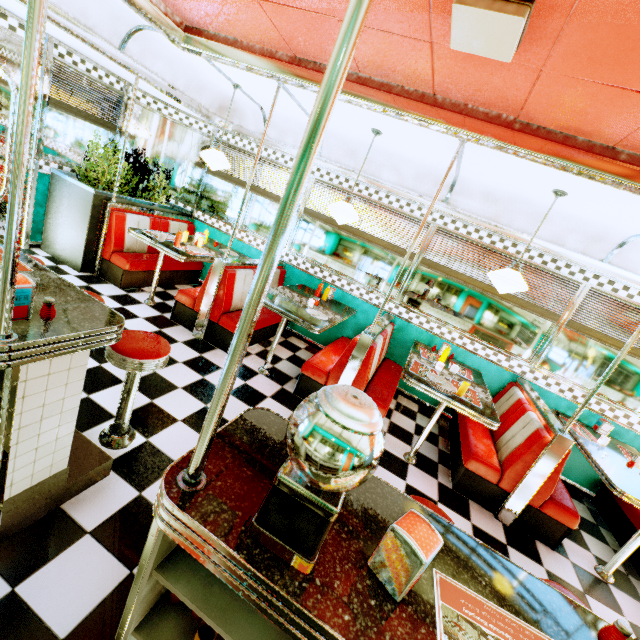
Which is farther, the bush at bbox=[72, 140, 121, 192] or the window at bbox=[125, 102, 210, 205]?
the window at bbox=[125, 102, 210, 205]

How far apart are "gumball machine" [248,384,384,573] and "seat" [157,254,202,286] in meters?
4.5 m

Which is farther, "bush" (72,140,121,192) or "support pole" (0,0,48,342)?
"bush" (72,140,121,192)

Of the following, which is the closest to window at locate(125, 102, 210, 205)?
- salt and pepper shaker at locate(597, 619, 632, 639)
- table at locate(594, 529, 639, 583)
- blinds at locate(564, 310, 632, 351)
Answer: blinds at locate(564, 310, 632, 351)

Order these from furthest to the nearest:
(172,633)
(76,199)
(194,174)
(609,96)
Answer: (194,174) → (76,199) → (609,96) → (172,633)

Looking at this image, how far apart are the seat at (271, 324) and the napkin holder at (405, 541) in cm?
329

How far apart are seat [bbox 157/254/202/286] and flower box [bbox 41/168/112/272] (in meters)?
0.13

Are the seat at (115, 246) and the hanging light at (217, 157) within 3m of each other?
yes
